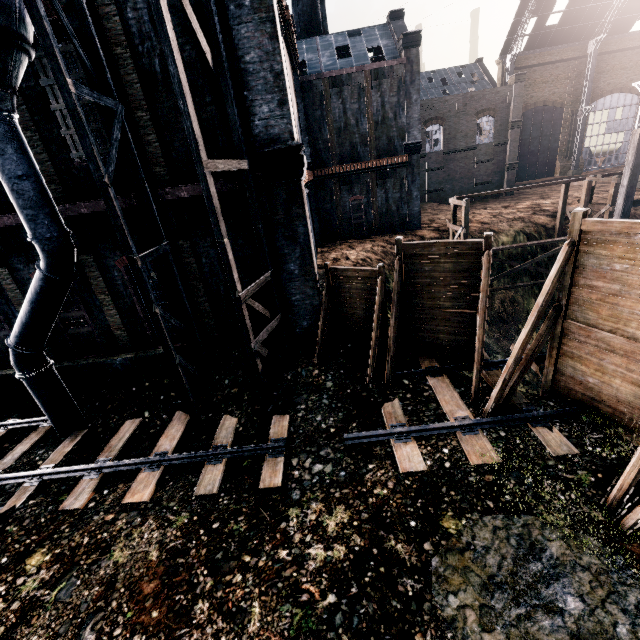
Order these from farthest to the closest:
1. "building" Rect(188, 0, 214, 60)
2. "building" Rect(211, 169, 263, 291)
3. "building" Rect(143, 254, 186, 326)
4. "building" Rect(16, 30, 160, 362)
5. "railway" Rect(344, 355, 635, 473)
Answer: "building" Rect(143, 254, 186, 326), "building" Rect(211, 169, 263, 291), "building" Rect(16, 30, 160, 362), "building" Rect(188, 0, 214, 60), "railway" Rect(344, 355, 635, 473)

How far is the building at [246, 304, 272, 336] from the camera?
13.2 meters

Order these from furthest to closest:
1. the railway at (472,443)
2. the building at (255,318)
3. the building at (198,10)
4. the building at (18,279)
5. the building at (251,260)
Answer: the building at (255,318) → the building at (18,279) → the building at (251,260) → the building at (198,10) → the railway at (472,443)

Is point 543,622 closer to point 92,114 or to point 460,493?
point 460,493

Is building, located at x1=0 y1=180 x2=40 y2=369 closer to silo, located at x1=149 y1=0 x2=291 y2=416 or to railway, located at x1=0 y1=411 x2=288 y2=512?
silo, located at x1=149 y1=0 x2=291 y2=416

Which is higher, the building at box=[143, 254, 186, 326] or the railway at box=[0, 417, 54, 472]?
the building at box=[143, 254, 186, 326]

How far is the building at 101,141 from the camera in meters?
10.2 m

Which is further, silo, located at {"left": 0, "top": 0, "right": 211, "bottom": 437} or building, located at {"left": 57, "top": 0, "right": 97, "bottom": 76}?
building, located at {"left": 57, "top": 0, "right": 97, "bottom": 76}
